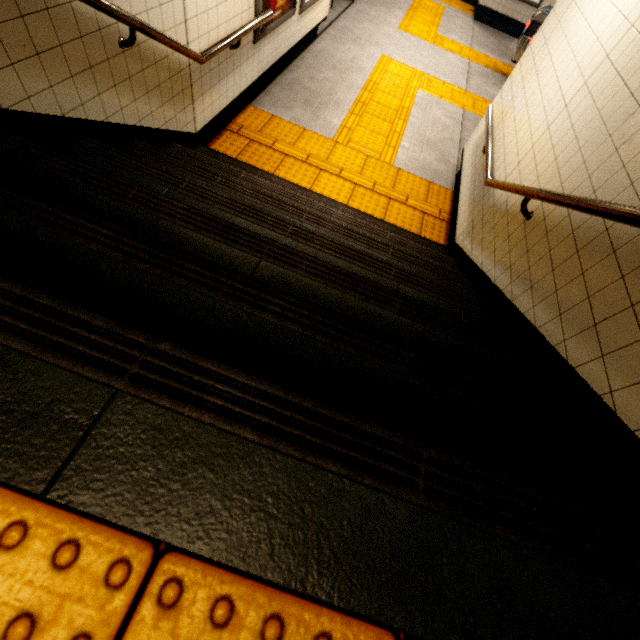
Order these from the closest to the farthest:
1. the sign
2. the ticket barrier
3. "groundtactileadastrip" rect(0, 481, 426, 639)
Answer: "groundtactileadastrip" rect(0, 481, 426, 639), the sign, the ticket barrier

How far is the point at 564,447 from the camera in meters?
1.1 m

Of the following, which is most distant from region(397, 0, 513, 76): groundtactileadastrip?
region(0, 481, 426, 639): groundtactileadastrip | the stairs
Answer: region(0, 481, 426, 639): groundtactileadastrip

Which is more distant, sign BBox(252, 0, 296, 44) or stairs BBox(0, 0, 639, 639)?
sign BBox(252, 0, 296, 44)

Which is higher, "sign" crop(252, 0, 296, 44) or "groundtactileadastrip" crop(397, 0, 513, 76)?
"sign" crop(252, 0, 296, 44)

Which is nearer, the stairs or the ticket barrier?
the stairs

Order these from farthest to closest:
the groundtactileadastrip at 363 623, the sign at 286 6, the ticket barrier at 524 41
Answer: the ticket barrier at 524 41
the sign at 286 6
the groundtactileadastrip at 363 623

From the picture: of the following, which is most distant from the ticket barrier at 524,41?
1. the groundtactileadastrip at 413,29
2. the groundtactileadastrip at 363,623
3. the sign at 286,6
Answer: the groundtactileadastrip at 363,623
